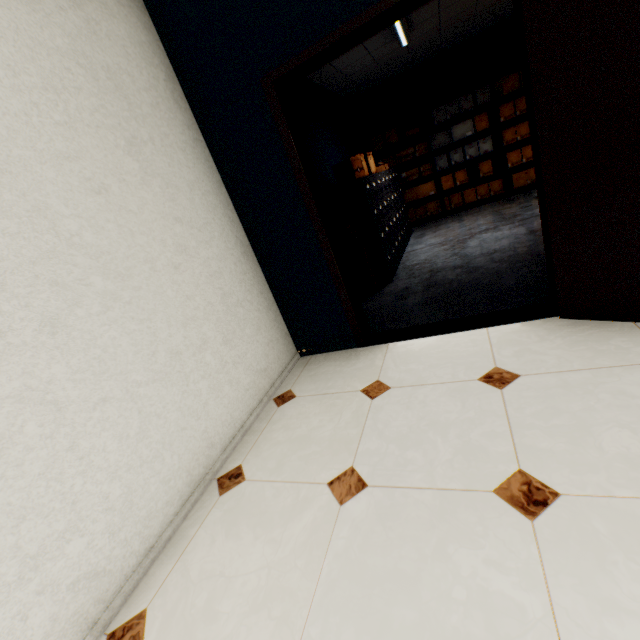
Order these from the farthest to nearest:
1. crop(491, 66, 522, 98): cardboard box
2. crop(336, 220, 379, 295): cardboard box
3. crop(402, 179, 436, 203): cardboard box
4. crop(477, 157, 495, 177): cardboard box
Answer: crop(402, 179, 436, 203): cardboard box < crop(477, 157, 495, 177): cardboard box < crop(491, 66, 522, 98): cardboard box < crop(336, 220, 379, 295): cardboard box

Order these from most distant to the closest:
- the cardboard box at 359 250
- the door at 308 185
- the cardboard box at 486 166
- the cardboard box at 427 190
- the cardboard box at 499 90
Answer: the cardboard box at 427 190 < the cardboard box at 486 166 < the cardboard box at 499 90 < the cardboard box at 359 250 < the door at 308 185

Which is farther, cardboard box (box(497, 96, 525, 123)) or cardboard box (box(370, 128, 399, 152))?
cardboard box (box(370, 128, 399, 152))

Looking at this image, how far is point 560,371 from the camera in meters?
A: 1.7 m

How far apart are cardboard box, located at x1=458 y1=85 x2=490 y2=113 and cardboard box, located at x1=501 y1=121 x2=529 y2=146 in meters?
0.6

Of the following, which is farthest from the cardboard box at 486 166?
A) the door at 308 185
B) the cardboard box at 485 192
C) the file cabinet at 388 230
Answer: the door at 308 185

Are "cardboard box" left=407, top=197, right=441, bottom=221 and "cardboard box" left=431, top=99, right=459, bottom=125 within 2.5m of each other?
yes

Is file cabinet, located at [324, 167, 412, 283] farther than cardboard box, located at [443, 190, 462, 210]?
No
